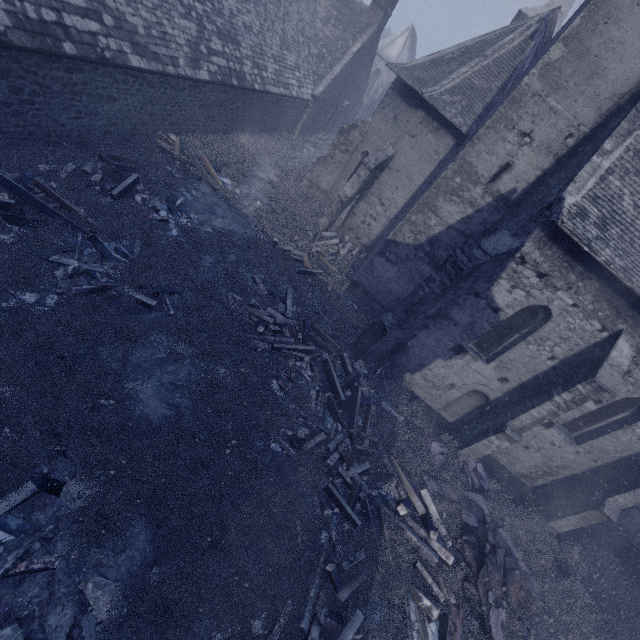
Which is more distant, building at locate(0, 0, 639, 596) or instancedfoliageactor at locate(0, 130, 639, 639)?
building at locate(0, 0, 639, 596)

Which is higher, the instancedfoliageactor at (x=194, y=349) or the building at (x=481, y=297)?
the building at (x=481, y=297)

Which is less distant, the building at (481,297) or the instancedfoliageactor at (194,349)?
the instancedfoliageactor at (194,349)

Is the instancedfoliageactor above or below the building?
below

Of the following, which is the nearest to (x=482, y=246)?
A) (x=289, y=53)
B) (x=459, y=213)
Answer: (x=459, y=213)
